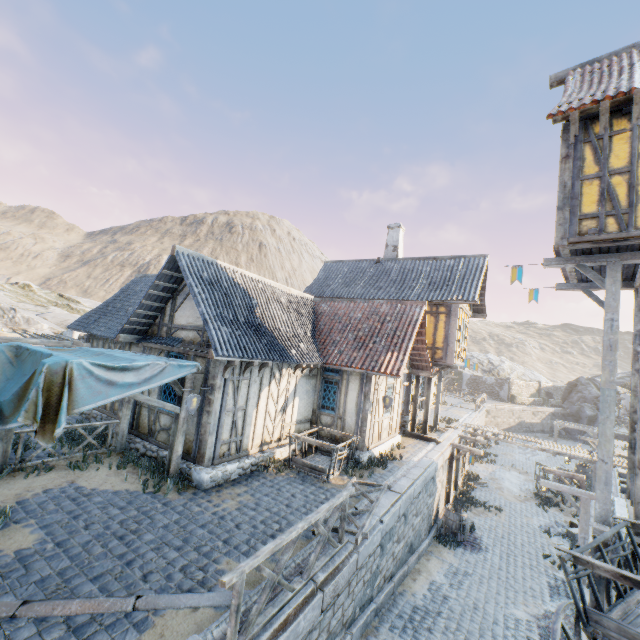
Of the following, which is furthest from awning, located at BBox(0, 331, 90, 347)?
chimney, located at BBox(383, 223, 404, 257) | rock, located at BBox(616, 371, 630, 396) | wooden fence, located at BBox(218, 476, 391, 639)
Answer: rock, located at BBox(616, 371, 630, 396)

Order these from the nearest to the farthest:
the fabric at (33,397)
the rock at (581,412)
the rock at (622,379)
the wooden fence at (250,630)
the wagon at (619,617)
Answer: the wooden fence at (250,630)
the wagon at (619,617)
the fabric at (33,397)
the rock at (581,412)
the rock at (622,379)

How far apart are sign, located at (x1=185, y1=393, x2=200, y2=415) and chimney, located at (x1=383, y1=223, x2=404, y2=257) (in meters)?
15.02

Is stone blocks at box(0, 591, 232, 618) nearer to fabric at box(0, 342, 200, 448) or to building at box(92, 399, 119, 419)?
building at box(92, 399, 119, 419)

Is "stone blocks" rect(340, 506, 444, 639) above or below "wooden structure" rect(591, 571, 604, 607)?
below

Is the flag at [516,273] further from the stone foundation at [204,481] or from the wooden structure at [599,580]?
the stone foundation at [204,481]

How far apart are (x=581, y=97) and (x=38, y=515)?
14.9 meters

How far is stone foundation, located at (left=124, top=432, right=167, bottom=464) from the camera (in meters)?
9.12
